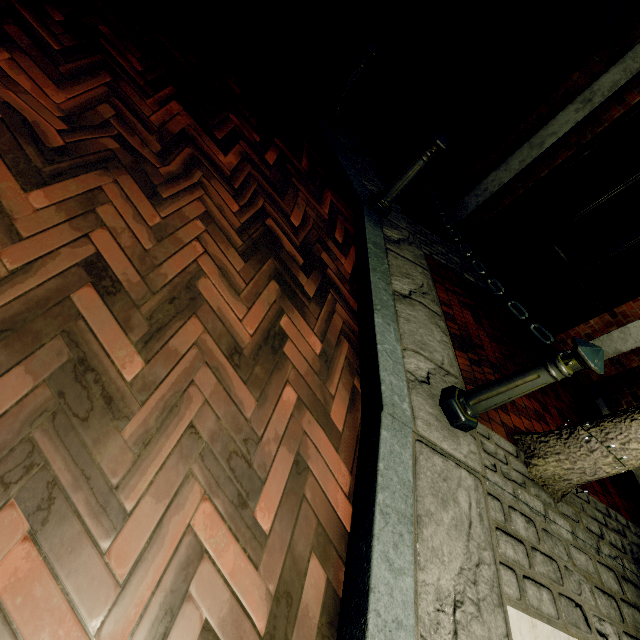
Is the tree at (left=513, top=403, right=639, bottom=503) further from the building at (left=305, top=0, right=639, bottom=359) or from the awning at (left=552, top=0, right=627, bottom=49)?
the awning at (left=552, top=0, right=627, bottom=49)

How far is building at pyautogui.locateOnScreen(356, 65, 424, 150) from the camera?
6.89m

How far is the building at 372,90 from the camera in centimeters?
689cm

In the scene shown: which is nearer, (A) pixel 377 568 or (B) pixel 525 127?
(A) pixel 377 568

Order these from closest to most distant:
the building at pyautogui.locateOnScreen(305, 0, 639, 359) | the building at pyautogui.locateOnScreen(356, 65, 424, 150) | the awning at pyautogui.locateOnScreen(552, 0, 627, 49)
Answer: the awning at pyautogui.locateOnScreen(552, 0, 627, 49) → the building at pyautogui.locateOnScreen(305, 0, 639, 359) → the building at pyautogui.locateOnScreen(356, 65, 424, 150)

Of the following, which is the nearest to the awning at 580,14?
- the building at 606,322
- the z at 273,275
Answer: the building at 606,322

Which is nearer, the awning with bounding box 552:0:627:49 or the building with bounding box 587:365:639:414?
the awning with bounding box 552:0:627:49

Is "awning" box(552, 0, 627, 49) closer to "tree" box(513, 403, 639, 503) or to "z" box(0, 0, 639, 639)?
"tree" box(513, 403, 639, 503)
